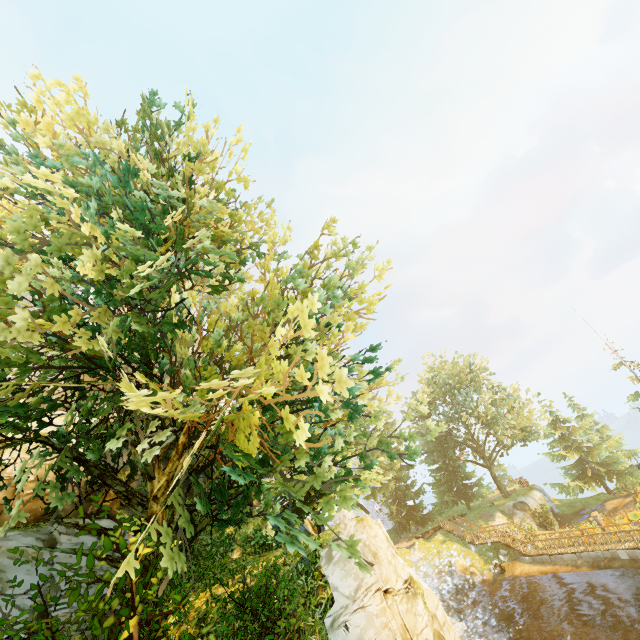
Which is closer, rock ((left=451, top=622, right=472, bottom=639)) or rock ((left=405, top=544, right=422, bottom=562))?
rock ((left=451, top=622, right=472, bottom=639))

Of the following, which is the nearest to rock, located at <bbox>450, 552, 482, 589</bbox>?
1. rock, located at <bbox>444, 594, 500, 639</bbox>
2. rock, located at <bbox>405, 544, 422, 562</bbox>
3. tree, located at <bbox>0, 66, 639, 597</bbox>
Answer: rock, located at <bbox>444, 594, 500, 639</bbox>

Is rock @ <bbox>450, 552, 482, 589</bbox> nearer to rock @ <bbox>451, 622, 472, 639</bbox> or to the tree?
rock @ <bbox>451, 622, 472, 639</bbox>

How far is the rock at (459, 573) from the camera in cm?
2802

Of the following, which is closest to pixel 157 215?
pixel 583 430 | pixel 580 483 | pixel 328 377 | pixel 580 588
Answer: pixel 328 377

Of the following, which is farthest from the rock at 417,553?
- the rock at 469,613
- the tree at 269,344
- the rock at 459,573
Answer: the tree at 269,344

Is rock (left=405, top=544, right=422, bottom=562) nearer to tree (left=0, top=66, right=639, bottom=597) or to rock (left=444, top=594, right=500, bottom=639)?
rock (left=444, top=594, right=500, bottom=639)

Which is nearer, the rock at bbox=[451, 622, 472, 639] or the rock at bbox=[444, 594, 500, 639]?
the rock at bbox=[451, 622, 472, 639]
